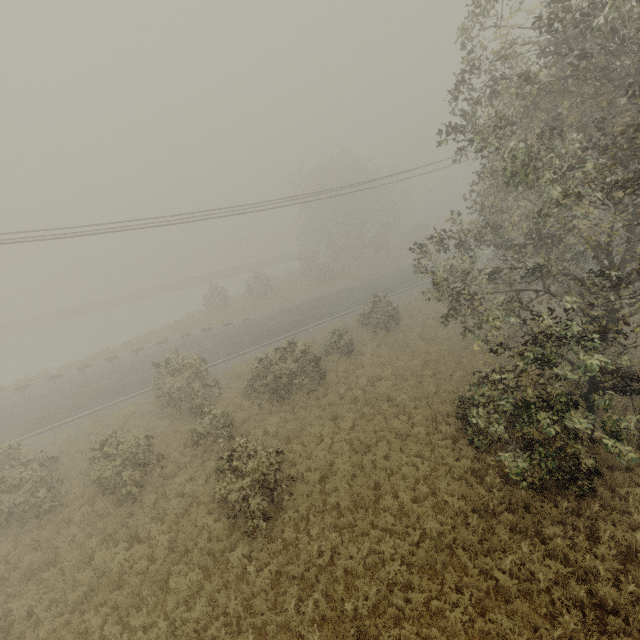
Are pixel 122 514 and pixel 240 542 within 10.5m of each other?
yes
